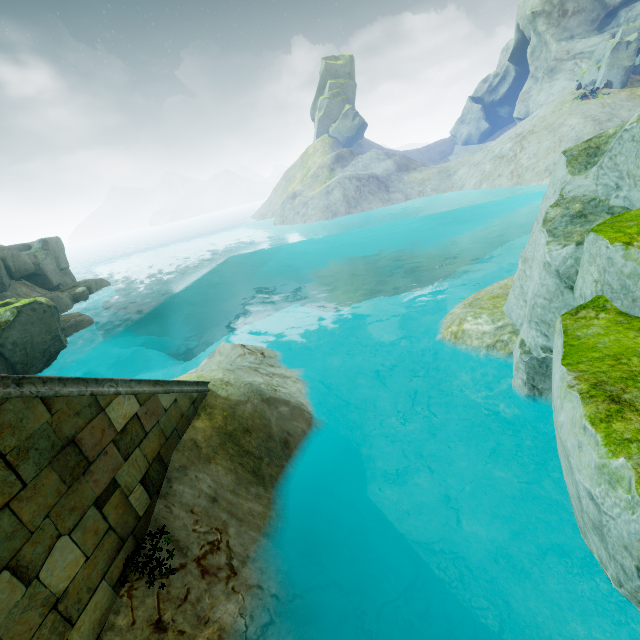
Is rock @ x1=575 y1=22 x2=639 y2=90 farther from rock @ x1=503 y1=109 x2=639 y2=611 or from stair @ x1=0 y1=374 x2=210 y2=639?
stair @ x1=0 y1=374 x2=210 y2=639

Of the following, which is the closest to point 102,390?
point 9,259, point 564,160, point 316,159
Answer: point 564,160

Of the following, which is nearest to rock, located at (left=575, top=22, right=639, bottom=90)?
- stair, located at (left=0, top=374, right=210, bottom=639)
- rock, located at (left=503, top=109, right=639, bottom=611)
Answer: rock, located at (left=503, top=109, right=639, bottom=611)

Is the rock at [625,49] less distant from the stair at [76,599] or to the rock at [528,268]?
the rock at [528,268]
